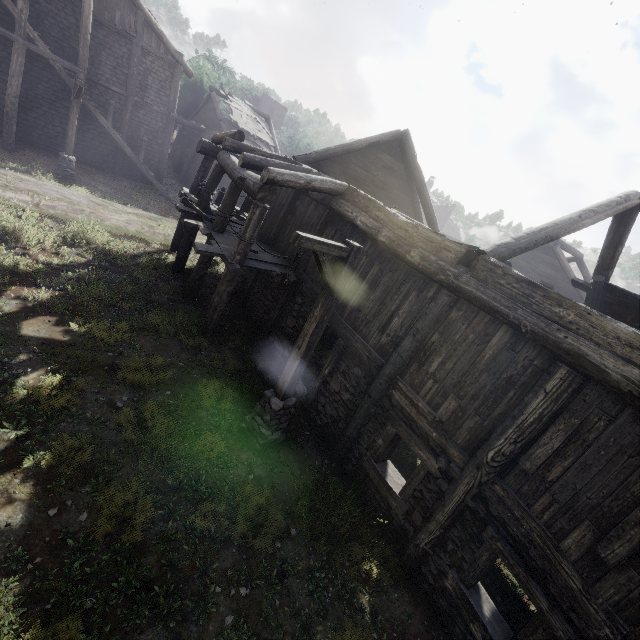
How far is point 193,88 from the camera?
28.23m

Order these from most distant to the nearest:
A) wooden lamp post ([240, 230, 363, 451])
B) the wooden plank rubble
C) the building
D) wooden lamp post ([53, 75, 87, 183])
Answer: → the wooden plank rubble < wooden lamp post ([53, 75, 87, 183]) < wooden lamp post ([240, 230, 363, 451]) < the building

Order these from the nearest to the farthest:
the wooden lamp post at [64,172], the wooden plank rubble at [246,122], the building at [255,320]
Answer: the building at [255,320] → the wooden lamp post at [64,172] → the wooden plank rubble at [246,122]

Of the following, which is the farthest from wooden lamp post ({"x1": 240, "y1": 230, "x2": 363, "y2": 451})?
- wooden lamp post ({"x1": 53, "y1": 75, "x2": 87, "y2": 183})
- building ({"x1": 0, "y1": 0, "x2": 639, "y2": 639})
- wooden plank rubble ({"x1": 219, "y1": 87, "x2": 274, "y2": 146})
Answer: wooden plank rubble ({"x1": 219, "y1": 87, "x2": 274, "y2": 146})

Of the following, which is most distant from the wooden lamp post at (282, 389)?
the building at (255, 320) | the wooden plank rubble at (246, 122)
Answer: the wooden plank rubble at (246, 122)
